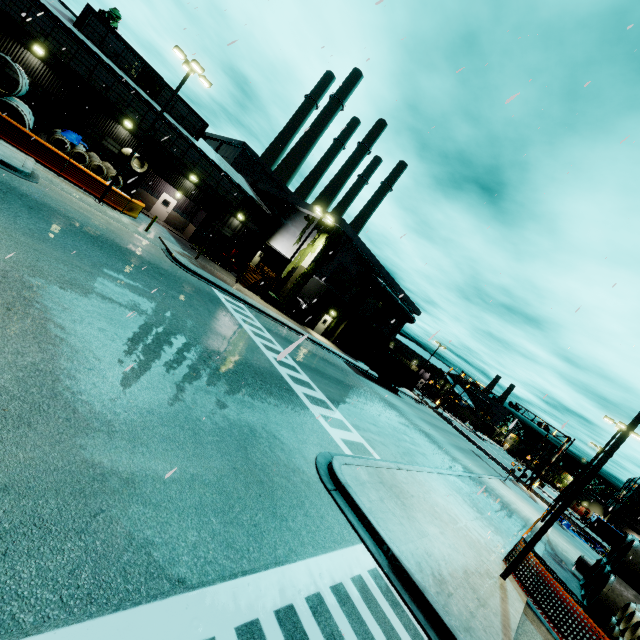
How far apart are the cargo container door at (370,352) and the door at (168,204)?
24.7m

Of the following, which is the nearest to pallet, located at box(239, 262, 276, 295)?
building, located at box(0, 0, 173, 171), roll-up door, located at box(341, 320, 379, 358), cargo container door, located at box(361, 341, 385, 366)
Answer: building, located at box(0, 0, 173, 171)

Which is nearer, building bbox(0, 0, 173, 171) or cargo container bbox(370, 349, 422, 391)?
building bbox(0, 0, 173, 171)

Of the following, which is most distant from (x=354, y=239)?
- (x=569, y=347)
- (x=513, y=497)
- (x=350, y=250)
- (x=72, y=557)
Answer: (x=72, y=557)

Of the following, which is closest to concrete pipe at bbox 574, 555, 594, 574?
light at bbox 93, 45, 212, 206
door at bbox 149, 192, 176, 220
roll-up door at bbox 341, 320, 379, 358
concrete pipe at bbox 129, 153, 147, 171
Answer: roll-up door at bbox 341, 320, 379, 358

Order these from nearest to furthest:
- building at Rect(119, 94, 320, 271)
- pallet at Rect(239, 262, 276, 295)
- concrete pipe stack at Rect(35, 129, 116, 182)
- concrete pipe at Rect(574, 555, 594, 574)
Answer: concrete pipe at Rect(574, 555, 594, 574) → concrete pipe stack at Rect(35, 129, 116, 182) → building at Rect(119, 94, 320, 271) → pallet at Rect(239, 262, 276, 295)

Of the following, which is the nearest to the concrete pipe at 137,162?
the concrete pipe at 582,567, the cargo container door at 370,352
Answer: the cargo container door at 370,352

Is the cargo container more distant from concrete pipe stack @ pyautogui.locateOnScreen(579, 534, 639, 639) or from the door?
the door
